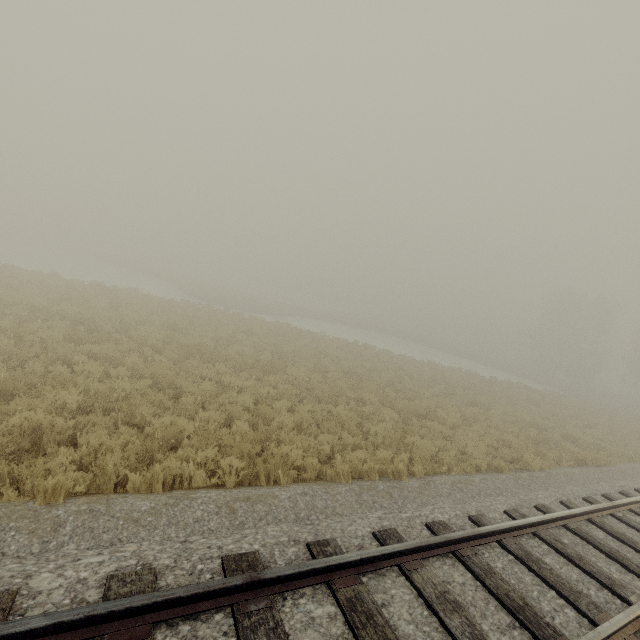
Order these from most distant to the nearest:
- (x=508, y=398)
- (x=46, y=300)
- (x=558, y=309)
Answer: (x=558, y=309) < (x=508, y=398) < (x=46, y=300)
